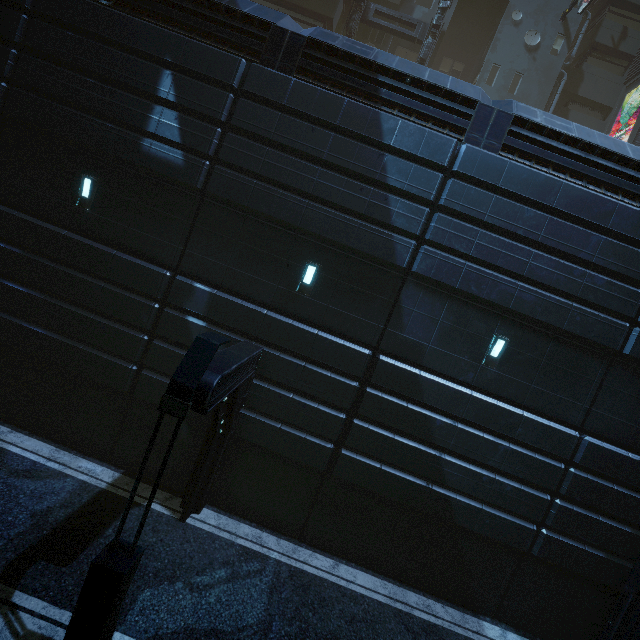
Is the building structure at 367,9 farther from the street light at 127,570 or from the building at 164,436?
the street light at 127,570

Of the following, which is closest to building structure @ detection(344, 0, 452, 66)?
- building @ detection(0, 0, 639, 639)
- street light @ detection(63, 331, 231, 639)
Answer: building @ detection(0, 0, 639, 639)

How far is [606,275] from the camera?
8.5 meters

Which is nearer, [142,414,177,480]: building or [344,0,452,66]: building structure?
[142,414,177,480]: building

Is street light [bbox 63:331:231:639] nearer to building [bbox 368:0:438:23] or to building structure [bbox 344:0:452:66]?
building [bbox 368:0:438:23]

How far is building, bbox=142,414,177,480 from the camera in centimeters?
923cm

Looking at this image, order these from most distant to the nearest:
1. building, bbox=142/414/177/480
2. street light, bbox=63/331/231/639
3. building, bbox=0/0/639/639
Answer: building, bbox=142/414/177/480
building, bbox=0/0/639/639
street light, bbox=63/331/231/639

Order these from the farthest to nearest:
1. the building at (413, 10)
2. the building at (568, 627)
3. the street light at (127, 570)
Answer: the building at (413, 10) < the building at (568, 627) < the street light at (127, 570)
